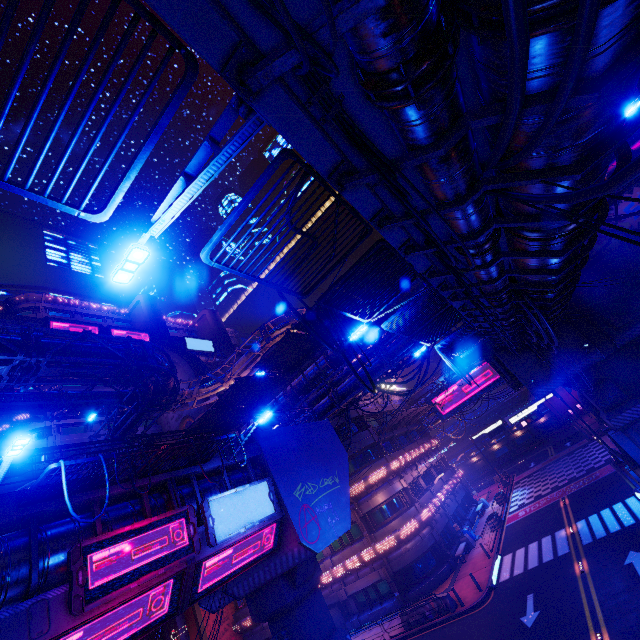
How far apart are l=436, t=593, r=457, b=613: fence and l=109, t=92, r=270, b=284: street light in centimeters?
2688cm

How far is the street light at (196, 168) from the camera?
3.8m

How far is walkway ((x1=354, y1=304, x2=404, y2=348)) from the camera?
23.06m

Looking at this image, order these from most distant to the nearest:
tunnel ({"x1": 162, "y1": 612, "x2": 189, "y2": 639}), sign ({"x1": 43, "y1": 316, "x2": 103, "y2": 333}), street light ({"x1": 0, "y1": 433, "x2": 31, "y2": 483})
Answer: sign ({"x1": 43, "y1": 316, "x2": 103, "y2": 333}), tunnel ({"x1": 162, "y1": 612, "x2": 189, "y2": 639}), street light ({"x1": 0, "y1": 433, "x2": 31, "y2": 483})

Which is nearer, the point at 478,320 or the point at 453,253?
the point at 453,253

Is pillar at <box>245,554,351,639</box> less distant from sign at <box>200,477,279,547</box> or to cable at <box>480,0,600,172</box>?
sign at <box>200,477,279,547</box>

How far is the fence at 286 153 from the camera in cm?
472

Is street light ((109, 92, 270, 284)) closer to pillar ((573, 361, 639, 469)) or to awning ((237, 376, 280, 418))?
awning ((237, 376, 280, 418))
